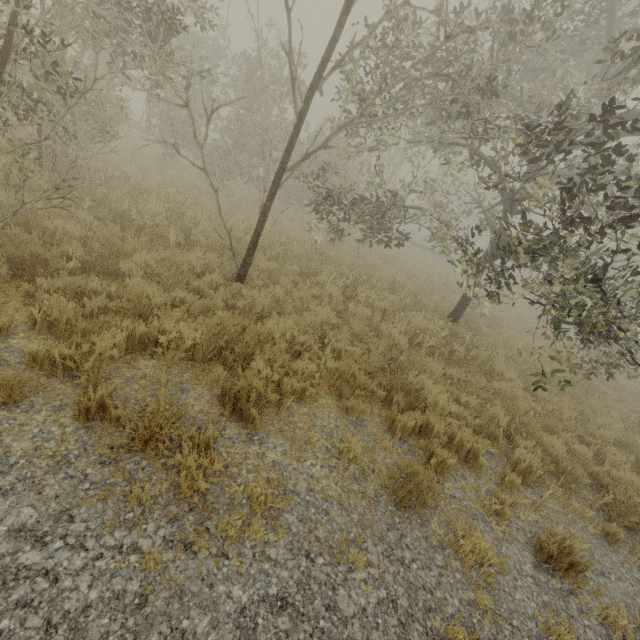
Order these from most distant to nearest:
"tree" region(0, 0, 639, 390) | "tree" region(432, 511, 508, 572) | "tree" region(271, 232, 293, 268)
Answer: "tree" region(271, 232, 293, 268) < "tree" region(0, 0, 639, 390) < "tree" region(432, 511, 508, 572)

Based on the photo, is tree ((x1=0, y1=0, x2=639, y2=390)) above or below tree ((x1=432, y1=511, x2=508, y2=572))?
above

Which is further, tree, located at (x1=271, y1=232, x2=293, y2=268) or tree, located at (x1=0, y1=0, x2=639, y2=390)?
tree, located at (x1=271, y1=232, x2=293, y2=268)

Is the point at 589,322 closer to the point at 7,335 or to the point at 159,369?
the point at 159,369

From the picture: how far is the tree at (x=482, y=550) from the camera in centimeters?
334cm
